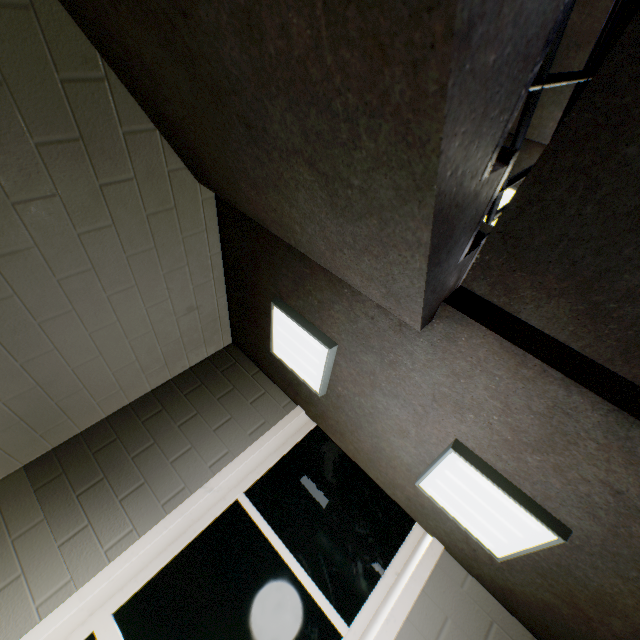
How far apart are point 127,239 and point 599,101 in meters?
2.0 m

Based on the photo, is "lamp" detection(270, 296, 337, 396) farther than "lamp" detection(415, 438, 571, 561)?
Yes

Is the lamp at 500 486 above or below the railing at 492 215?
below

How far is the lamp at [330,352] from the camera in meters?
1.8

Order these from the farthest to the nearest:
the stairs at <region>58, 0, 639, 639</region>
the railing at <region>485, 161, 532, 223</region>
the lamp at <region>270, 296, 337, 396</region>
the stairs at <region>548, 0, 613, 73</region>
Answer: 1. the stairs at <region>548, 0, 613, 73</region>
2. the lamp at <region>270, 296, 337, 396</region>
3. the railing at <region>485, 161, 532, 223</region>
4. the stairs at <region>58, 0, 639, 639</region>

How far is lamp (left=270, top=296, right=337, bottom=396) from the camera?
1.8m

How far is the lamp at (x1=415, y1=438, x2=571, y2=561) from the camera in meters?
1.3

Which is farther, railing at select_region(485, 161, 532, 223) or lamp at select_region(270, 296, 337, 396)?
lamp at select_region(270, 296, 337, 396)
